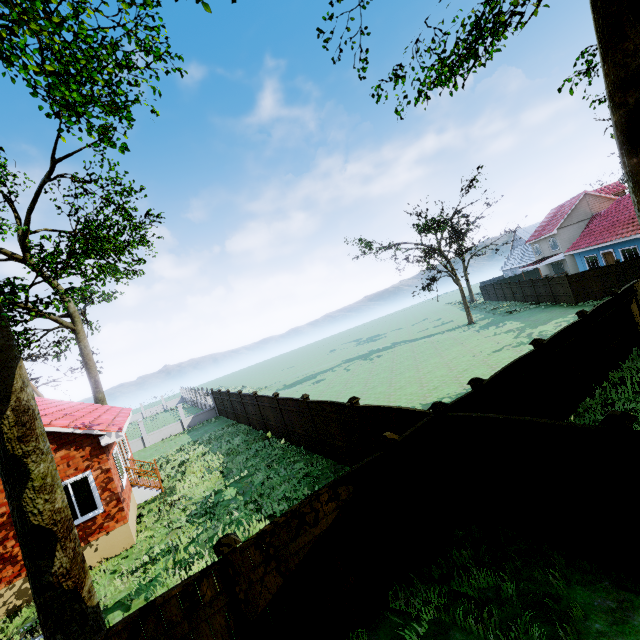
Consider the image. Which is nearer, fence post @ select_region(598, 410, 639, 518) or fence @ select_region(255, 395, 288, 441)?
fence post @ select_region(598, 410, 639, 518)

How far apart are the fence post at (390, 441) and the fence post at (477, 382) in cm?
259

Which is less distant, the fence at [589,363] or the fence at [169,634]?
the fence at [169,634]

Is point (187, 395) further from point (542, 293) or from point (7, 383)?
point (542, 293)

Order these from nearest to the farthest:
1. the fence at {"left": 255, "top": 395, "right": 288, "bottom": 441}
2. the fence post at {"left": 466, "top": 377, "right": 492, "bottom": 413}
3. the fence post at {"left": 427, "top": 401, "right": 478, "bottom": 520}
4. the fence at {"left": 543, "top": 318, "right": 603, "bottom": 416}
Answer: the fence post at {"left": 427, "top": 401, "right": 478, "bottom": 520}, the fence post at {"left": 466, "top": 377, "right": 492, "bottom": 413}, the fence at {"left": 543, "top": 318, "right": 603, "bottom": 416}, the fence at {"left": 255, "top": 395, "right": 288, "bottom": 441}

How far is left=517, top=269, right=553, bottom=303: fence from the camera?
28.3 meters

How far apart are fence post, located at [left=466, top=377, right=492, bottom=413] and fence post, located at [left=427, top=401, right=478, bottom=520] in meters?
1.1 m

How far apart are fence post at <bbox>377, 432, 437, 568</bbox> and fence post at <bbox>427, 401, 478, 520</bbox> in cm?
117
